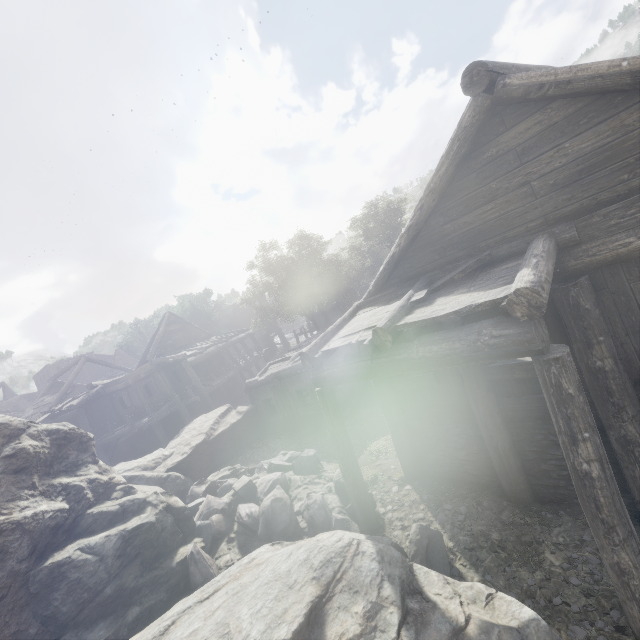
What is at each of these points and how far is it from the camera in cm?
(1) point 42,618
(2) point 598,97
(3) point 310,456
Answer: (1) rock, 550
(2) building, 440
(3) rubble, 1004

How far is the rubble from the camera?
7.3 meters

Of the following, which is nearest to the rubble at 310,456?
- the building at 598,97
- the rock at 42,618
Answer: the rock at 42,618

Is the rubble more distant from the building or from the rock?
the building

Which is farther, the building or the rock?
the rock

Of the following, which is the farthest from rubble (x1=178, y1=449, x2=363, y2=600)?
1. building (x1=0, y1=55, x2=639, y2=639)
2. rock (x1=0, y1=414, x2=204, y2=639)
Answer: building (x1=0, y1=55, x2=639, y2=639)
